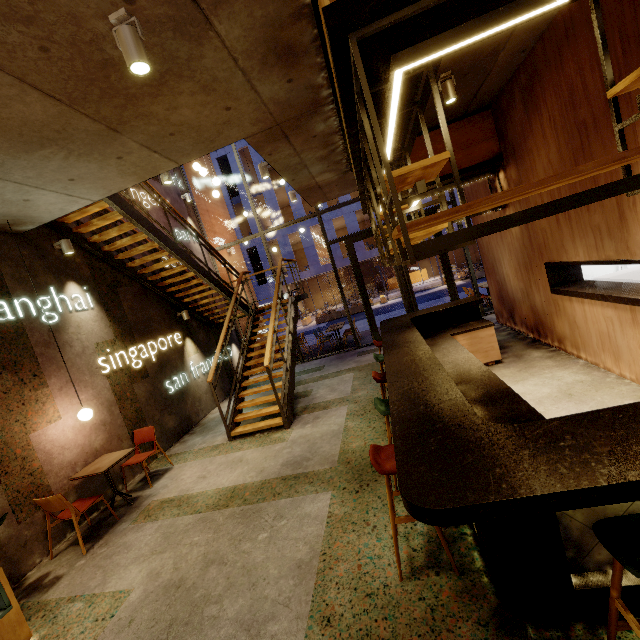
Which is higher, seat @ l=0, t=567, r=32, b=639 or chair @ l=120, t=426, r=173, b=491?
chair @ l=120, t=426, r=173, b=491

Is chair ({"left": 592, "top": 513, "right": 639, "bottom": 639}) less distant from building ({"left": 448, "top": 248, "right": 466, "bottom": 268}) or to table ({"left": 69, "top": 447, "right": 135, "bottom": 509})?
table ({"left": 69, "top": 447, "right": 135, "bottom": 509})

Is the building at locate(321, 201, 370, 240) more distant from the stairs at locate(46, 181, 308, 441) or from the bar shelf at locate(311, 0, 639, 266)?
the bar shelf at locate(311, 0, 639, 266)

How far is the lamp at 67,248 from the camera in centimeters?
557cm

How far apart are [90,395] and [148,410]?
1.32m

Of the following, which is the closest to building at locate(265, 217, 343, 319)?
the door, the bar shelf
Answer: the door

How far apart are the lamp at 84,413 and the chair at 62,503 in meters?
1.1 m

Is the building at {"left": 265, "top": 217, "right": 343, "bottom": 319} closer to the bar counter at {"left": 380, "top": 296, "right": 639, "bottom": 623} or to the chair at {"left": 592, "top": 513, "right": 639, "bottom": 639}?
the bar counter at {"left": 380, "top": 296, "right": 639, "bottom": 623}
